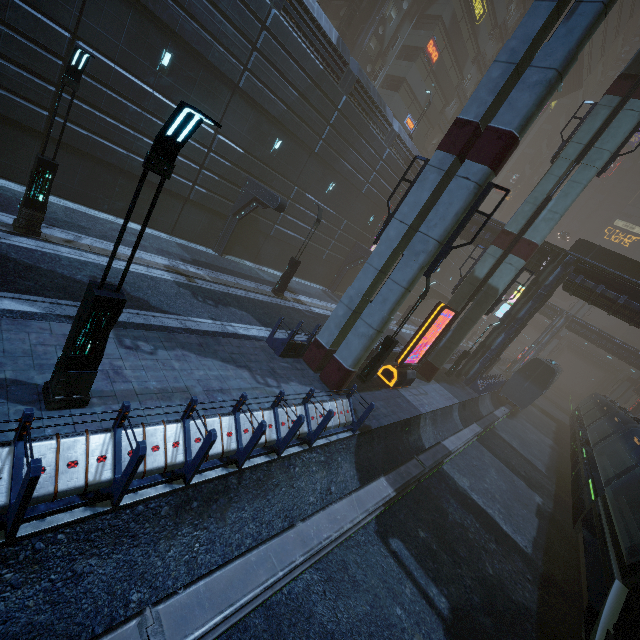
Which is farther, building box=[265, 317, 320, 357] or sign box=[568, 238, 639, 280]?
sign box=[568, 238, 639, 280]

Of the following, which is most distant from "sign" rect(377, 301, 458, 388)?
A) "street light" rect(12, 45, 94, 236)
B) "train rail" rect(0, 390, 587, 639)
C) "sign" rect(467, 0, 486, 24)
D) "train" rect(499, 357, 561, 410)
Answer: "sign" rect(467, 0, 486, 24)

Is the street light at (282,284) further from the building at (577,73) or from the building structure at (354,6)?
the building structure at (354,6)

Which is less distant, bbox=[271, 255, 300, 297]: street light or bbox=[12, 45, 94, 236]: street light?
bbox=[12, 45, 94, 236]: street light

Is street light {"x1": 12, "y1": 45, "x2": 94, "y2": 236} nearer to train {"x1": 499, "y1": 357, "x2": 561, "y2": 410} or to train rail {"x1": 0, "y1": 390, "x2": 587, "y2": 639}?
train rail {"x1": 0, "y1": 390, "x2": 587, "y2": 639}

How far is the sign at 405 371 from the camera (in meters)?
15.16

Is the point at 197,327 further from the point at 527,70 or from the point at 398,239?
the point at 527,70

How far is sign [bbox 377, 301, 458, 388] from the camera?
15.16m
